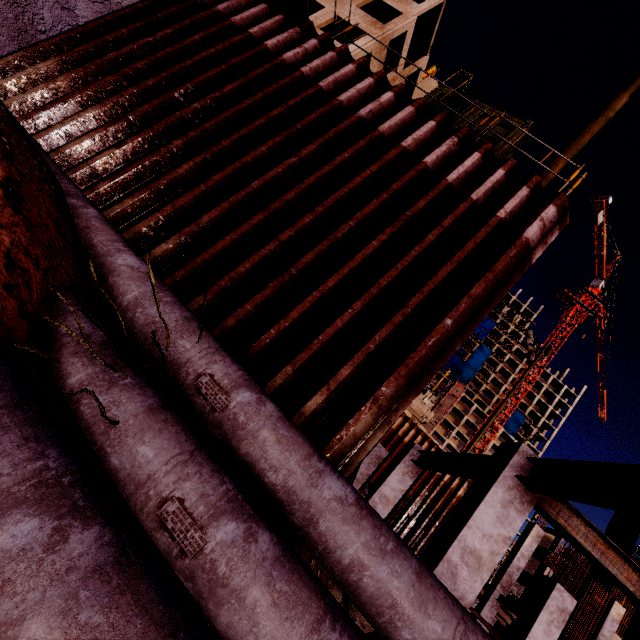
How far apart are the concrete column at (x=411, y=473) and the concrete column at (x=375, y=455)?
4.3 meters

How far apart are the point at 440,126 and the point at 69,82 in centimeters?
660cm

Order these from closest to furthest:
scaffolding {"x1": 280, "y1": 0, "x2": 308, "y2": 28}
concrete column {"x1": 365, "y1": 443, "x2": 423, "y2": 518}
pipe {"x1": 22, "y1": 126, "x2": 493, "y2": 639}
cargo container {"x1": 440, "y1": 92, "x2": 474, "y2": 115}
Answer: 1. pipe {"x1": 22, "y1": 126, "x2": 493, "y2": 639}
2. scaffolding {"x1": 280, "y1": 0, "x2": 308, "y2": 28}
3. cargo container {"x1": 440, "y1": 92, "x2": 474, "y2": 115}
4. concrete column {"x1": 365, "y1": 443, "x2": 423, "y2": 518}

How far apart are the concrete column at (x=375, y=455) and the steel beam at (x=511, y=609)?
9.5 meters

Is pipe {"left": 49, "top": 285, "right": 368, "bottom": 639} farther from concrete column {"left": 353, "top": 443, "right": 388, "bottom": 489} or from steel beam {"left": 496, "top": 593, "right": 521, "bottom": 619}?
steel beam {"left": 496, "top": 593, "right": 521, "bottom": 619}

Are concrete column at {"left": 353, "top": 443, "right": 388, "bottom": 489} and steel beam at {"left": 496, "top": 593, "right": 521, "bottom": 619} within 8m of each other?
no

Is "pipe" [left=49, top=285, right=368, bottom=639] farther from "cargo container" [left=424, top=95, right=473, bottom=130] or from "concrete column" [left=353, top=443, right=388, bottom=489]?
"concrete column" [left=353, top=443, right=388, bottom=489]

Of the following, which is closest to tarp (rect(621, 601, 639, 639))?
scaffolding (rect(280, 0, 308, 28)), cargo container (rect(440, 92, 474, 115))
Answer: cargo container (rect(440, 92, 474, 115))
